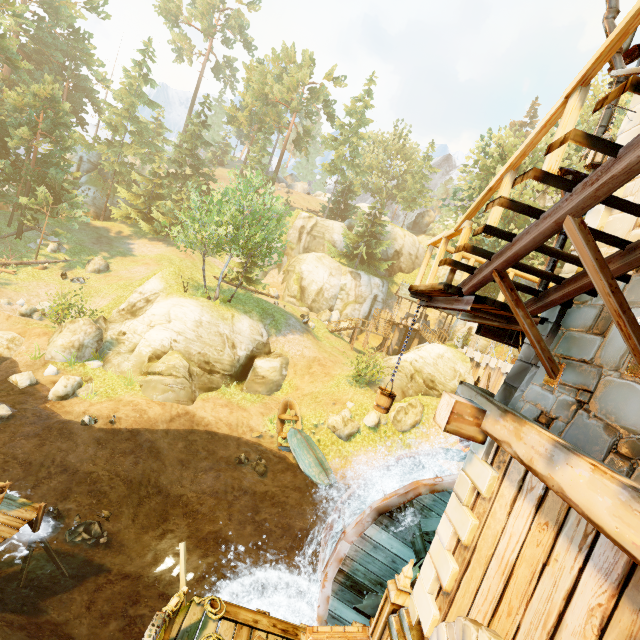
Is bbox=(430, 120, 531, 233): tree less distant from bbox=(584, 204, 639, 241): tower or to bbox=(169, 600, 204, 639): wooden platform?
bbox=(169, 600, 204, 639): wooden platform

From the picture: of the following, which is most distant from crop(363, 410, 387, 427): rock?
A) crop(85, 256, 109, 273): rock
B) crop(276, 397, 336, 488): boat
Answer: crop(85, 256, 109, 273): rock

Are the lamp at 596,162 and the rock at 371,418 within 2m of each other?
no

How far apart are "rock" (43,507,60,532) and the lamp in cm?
1728

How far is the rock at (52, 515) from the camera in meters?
11.2

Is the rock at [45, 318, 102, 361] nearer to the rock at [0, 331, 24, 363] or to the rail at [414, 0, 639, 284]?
the rock at [0, 331, 24, 363]

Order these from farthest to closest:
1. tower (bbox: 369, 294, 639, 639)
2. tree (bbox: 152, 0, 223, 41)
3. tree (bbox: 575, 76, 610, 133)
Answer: tree (bbox: 152, 0, 223, 41) → tree (bbox: 575, 76, 610, 133) → tower (bbox: 369, 294, 639, 639)

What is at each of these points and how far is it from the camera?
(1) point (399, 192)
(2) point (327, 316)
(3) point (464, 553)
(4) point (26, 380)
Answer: (1) tree, 50.9m
(2) rock, 37.3m
(3) tower, 4.5m
(4) rock, 15.7m
